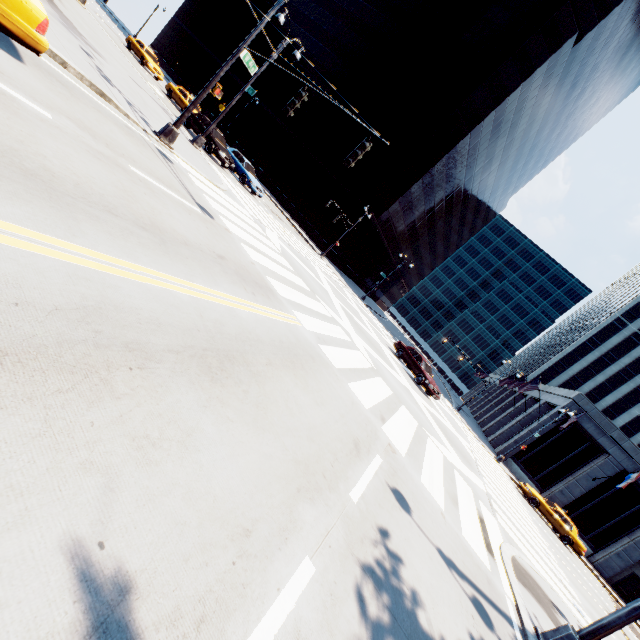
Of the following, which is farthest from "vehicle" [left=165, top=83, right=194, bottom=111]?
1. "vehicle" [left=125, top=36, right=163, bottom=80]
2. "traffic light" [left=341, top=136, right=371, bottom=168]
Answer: "traffic light" [left=341, top=136, right=371, bottom=168]

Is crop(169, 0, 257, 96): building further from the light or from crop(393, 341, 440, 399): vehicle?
the light

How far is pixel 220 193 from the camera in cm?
1327

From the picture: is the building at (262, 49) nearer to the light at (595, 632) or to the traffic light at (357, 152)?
the traffic light at (357, 152)

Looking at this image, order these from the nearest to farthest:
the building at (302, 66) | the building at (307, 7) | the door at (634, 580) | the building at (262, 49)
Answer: the door at (634, 580) < the building at (307, 7) < the building at (302, 66) < the building at (262, 49)

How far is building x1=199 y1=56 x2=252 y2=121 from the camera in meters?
53.4

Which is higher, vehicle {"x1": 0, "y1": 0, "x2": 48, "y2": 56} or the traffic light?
the traffic light

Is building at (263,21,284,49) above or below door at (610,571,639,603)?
above
